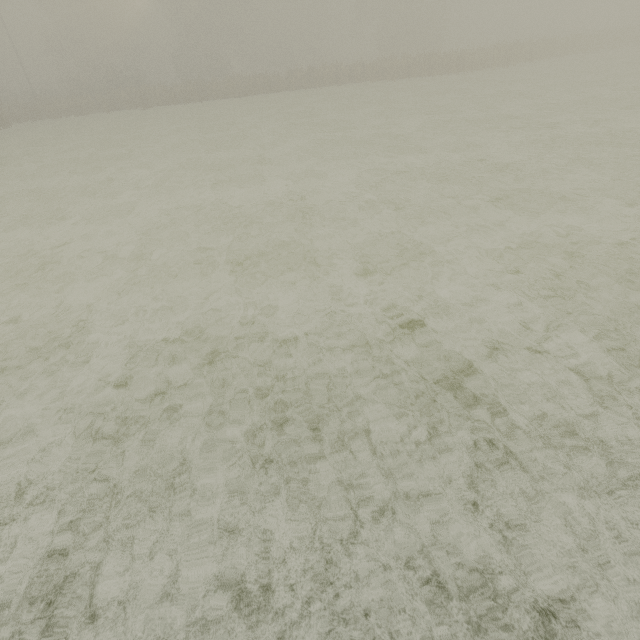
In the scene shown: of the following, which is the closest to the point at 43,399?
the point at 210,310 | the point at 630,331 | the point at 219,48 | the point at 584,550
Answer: the point at 210,310
